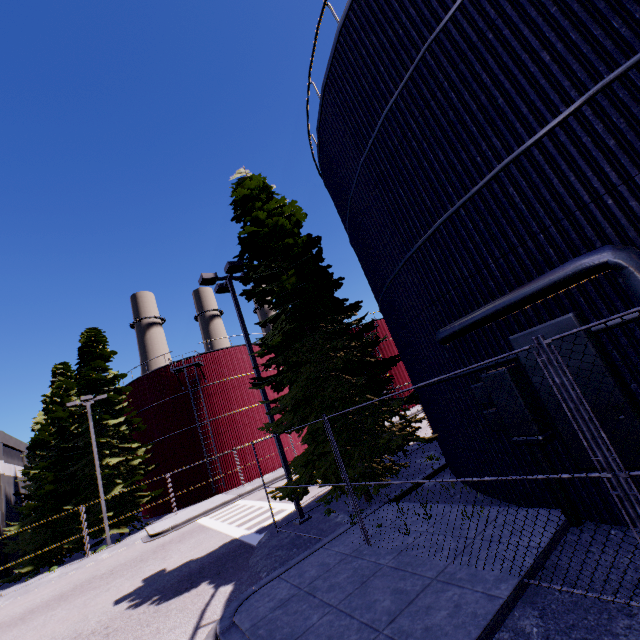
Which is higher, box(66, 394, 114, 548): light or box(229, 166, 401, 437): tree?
box(66, 394, 114, 548): light

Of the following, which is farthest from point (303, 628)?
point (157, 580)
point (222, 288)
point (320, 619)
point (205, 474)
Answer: point (205, 474)

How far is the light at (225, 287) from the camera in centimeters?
1305cm

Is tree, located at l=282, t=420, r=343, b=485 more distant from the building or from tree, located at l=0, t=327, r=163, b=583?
tree, located at l=0, t=327, r=163, b=583

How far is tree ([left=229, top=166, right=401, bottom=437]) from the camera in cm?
1039

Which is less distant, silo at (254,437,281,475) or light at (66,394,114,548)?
light at (66,394,114,548)

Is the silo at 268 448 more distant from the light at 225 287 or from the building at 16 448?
the light at 225 287
